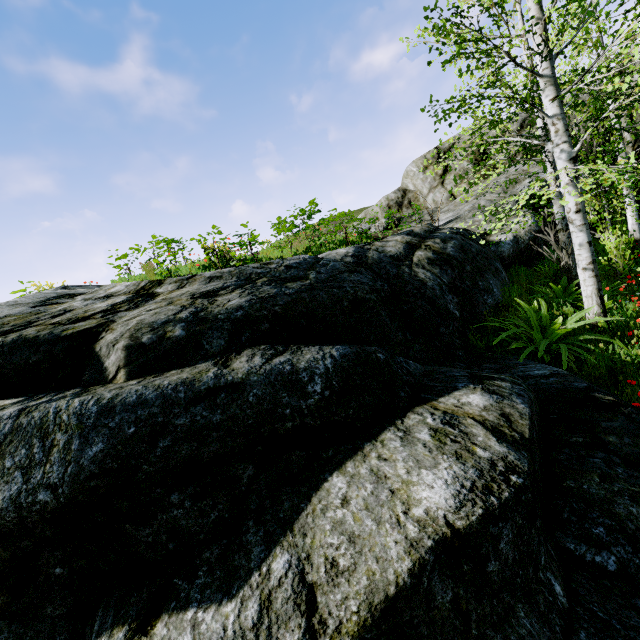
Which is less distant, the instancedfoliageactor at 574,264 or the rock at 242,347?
the rock at 242,347

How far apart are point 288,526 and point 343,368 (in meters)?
1.15

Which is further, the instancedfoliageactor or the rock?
the instancedfoliageactor
